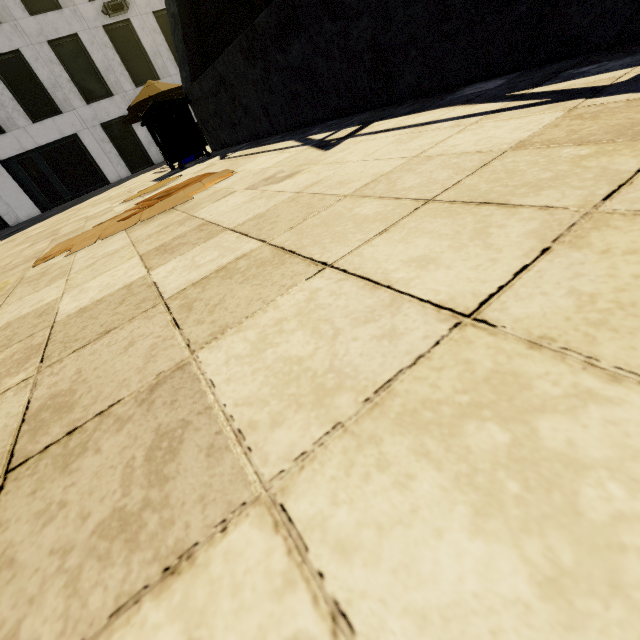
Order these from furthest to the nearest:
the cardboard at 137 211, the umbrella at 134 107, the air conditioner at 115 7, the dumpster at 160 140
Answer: the air conditioner at 115 7 → the umbrella at 134 107 → the dumpster at 160 140 → the cardboard at 137 211

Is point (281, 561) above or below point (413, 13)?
below

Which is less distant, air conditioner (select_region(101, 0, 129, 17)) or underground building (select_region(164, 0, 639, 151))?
underground building (select_region(164, 0, 639, 151))

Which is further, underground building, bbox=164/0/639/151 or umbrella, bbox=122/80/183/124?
umbrella, bbox=122/80/183/124

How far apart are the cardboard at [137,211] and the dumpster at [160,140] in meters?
3.2

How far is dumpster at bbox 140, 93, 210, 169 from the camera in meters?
6.2 m

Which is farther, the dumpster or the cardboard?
the dumpster

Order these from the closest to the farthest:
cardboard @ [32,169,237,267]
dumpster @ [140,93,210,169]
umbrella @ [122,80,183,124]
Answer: cardboard @ [32,169,237,267] → dumpster @ [140,93,210,169] → umbrella @ [122,80,183,124]
